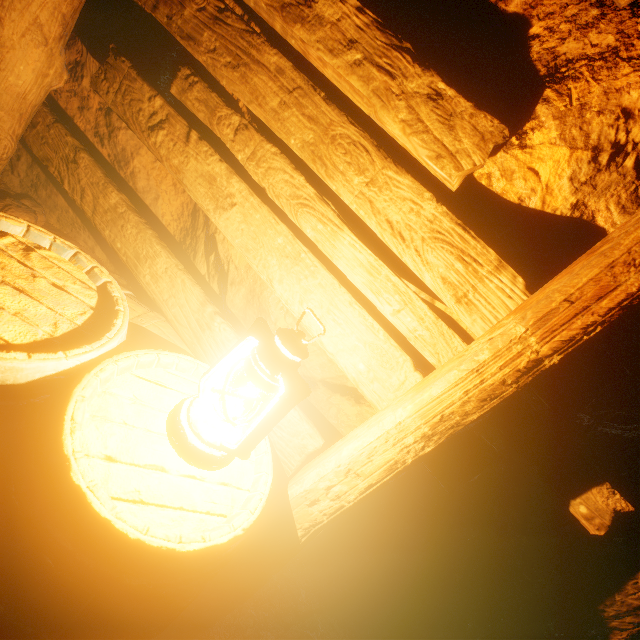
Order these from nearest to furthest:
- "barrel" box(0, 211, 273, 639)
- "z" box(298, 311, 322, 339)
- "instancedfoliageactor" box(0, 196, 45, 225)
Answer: "barrel" box(0, 211, 273, 639) < "z" box(298, 311, 322, 339) < "instancedfoliageactor" box(0, 196, 45, 225)

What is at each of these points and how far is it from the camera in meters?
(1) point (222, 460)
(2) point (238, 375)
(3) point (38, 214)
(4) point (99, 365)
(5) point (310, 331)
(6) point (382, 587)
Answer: (1) lantern, 0.9
(2) z, 1.5
(3) instancedfoliageactor, 2.5
(4) barrel, 0.8
(5) z, 1.4
(6) z, 1.9

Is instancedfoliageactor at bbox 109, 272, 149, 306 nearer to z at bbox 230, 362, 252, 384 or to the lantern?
z at bbox 230, 362, 252, 384

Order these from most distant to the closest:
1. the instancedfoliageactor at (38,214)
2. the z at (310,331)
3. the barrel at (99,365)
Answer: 1. the instancedfoliageactor at (38,214)
2. the z at (310,331)
3. the barrel at (99,365)

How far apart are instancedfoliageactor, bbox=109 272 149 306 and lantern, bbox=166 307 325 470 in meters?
1.2

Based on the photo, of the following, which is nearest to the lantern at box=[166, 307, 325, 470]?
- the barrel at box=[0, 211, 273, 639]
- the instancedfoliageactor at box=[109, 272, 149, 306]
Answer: the barrel at box=[0, 211, 273, 639]

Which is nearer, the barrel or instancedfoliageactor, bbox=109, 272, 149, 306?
the barrel

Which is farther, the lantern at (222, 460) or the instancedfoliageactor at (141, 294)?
the instancedfoliageactor at (141, 294)
